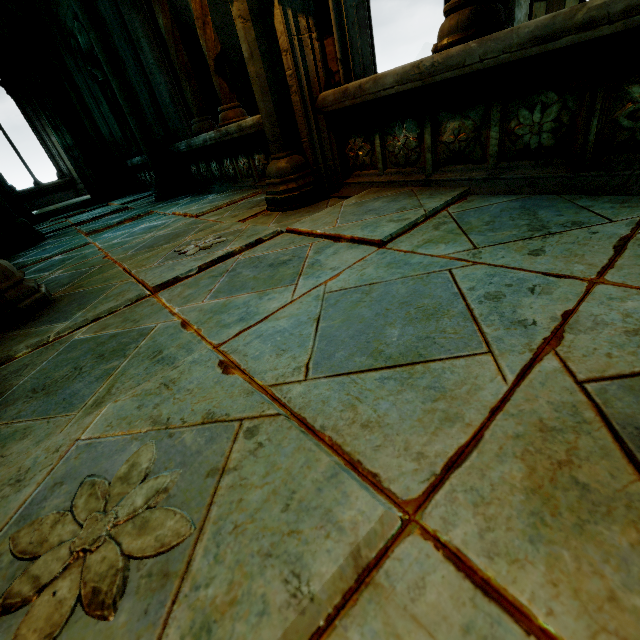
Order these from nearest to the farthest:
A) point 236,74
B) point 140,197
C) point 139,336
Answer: point 139,336
point 140,197
point 236,74

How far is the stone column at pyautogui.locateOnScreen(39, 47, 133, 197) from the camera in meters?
7.3

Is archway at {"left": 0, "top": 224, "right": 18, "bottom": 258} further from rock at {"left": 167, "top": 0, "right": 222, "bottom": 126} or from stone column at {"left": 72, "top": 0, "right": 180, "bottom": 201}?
rock at {"left": 167, "top": 0, "right": 222, "bottom": 126}

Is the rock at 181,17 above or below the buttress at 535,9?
above

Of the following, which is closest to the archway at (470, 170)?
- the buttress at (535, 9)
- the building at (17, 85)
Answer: the building at (17, 85)

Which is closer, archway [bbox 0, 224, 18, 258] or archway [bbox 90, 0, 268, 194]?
archway [bbox 90, 0, 268, 194]

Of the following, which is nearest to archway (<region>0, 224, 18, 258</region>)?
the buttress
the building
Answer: the building

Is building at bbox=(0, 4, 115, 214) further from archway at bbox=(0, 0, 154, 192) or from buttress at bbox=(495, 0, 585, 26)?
buttress at bbox=(495, 0, 585, 26)
